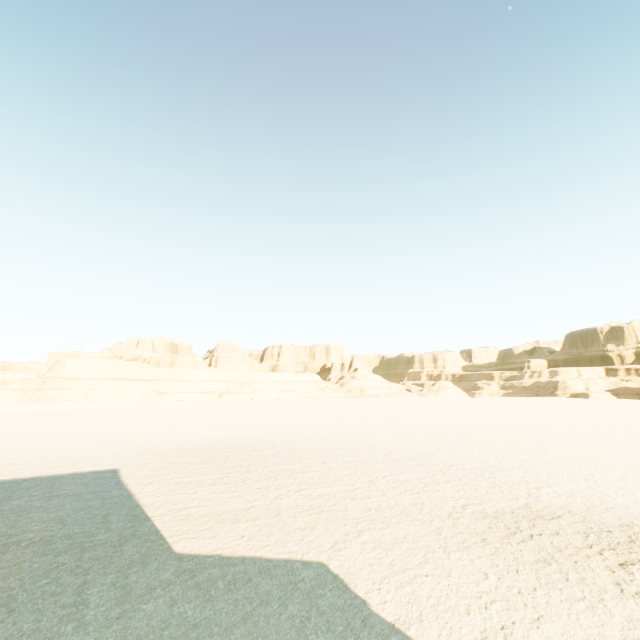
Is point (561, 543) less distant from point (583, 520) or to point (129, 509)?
point (583, 520)
